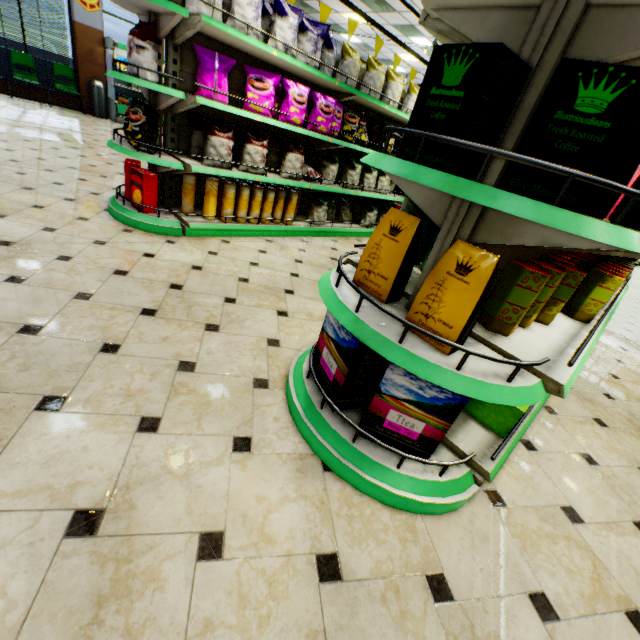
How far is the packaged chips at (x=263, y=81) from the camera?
3.44m

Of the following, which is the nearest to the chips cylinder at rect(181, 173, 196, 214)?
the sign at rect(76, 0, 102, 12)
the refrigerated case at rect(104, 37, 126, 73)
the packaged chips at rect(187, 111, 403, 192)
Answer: the packaged chips at rect(187, 111, 403, 192)

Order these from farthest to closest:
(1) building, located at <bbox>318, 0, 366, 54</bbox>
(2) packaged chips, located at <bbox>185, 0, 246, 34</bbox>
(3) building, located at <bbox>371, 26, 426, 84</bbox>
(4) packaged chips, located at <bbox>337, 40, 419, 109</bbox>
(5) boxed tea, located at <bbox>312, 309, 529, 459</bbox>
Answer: (3) building, located at <bbox>371, 26, 426, 84</bbox> → (1) building, located at <bbox>318, 0, 366, 54</bbox> → (4) packaged chips, located at <bbox>337, 40, 419, 109</bbox> → (2) packaged chips, located at <bbox>185, 0, 246, 34</bbox> → (5) boxed tea, located at <bbox>312, 309, 529, 459</bbox>

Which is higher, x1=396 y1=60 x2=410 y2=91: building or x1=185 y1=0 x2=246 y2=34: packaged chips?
x1=396 y1=60 x2=410 y2=91: building

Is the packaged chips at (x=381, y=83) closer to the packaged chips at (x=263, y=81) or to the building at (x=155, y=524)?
the packaged chips at (x=263, y=81)

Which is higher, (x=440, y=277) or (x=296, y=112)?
(x=296, y=112)

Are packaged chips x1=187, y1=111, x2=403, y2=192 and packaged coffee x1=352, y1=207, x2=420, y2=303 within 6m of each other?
yes

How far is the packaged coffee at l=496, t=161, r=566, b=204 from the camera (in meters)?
0.97
